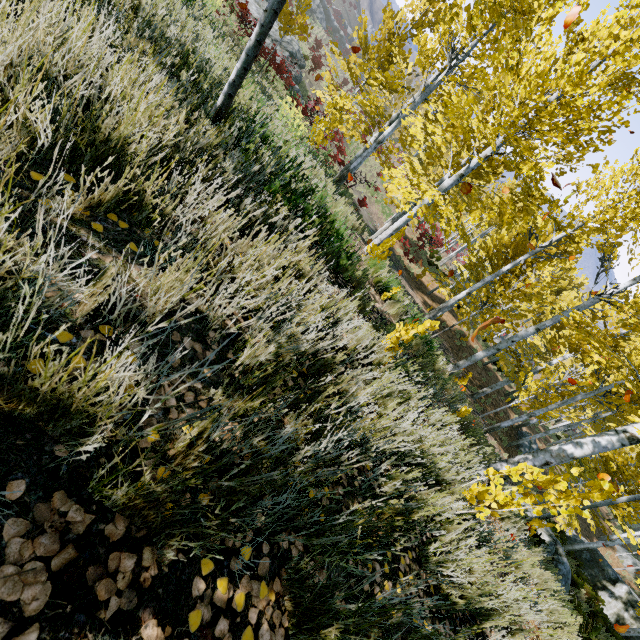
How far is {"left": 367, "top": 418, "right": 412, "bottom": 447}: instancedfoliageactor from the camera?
1.9 meters

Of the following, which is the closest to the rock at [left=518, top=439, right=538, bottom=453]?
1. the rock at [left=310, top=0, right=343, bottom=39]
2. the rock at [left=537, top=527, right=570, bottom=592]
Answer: the rock at [left=537, top=527, right=570, bottom=592]

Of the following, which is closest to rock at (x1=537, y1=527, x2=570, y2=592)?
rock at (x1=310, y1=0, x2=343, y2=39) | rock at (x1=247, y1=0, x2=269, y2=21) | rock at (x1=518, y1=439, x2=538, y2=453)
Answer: rock at (x1=518, y1=439, x2=538, y2=453)

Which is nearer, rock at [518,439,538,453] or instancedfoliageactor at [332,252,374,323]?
instancedfoliageactor at [332,252,374,323]

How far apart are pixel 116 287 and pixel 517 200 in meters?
7.7

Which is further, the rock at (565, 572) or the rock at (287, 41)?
the rock at (287, 41)

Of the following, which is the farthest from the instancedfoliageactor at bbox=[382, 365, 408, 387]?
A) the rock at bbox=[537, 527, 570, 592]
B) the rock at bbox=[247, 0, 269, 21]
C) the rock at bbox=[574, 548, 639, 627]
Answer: the rock at bbox=[247, 0, 269, 21]

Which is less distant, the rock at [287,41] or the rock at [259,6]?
the rock at [259,6]
